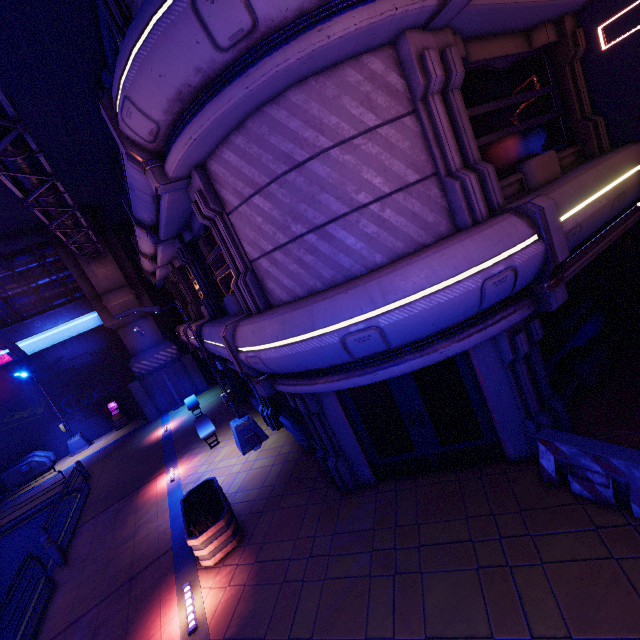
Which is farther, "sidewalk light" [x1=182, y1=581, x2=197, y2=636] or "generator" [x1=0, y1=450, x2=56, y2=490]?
"generator" [x1=0, y1=450, x2=56, y2=490]

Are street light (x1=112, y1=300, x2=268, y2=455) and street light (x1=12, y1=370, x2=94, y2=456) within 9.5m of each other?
no

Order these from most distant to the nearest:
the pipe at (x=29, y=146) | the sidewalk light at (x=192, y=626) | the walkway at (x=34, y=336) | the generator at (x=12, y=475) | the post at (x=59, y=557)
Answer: the generator at (x=12, y=475)
the walkway at (x=34, y=336)
the post at (x=59, y=557)
the pipe at (x=29, y=146)
the sidewalk light at (x=192, y=626)

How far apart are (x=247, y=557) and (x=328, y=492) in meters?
2.2

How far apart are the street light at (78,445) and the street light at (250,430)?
15.0 meters

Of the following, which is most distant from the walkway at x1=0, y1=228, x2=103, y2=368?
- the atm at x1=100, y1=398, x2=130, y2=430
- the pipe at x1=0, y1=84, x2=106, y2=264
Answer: the atm at x1=100, y1=398, x2=130, y2=430

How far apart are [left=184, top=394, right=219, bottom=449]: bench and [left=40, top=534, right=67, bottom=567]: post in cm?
487

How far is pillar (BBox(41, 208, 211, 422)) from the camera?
18.2 meters
